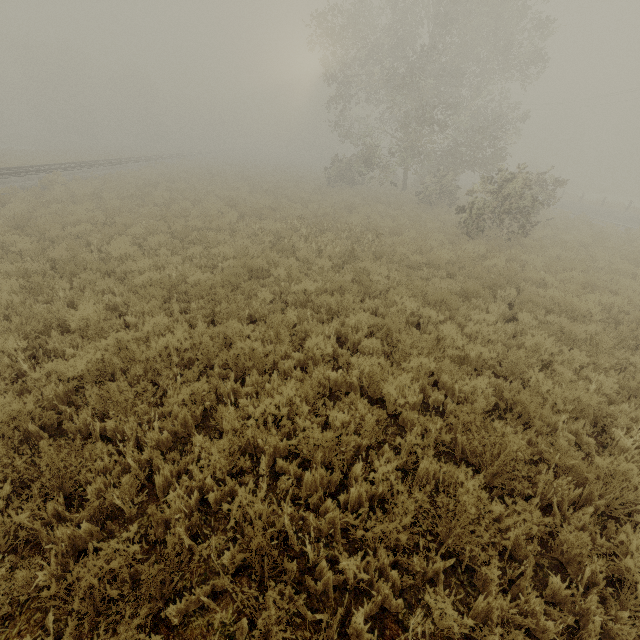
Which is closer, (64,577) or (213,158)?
(64,577)
